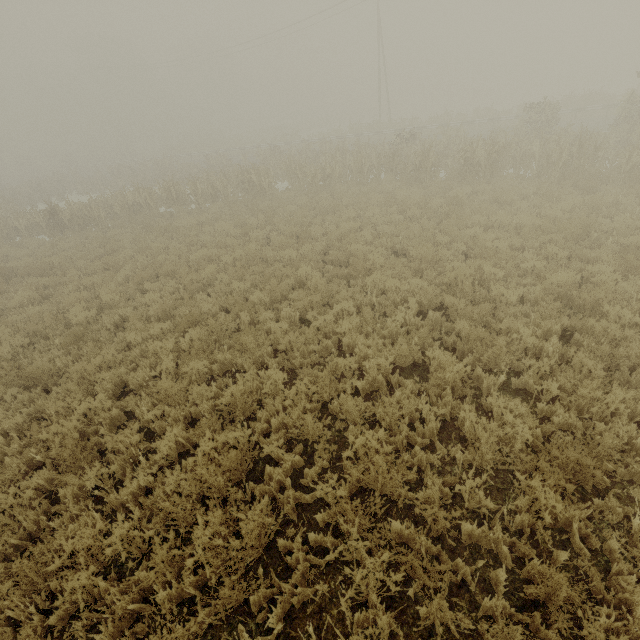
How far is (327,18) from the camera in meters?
33.9
